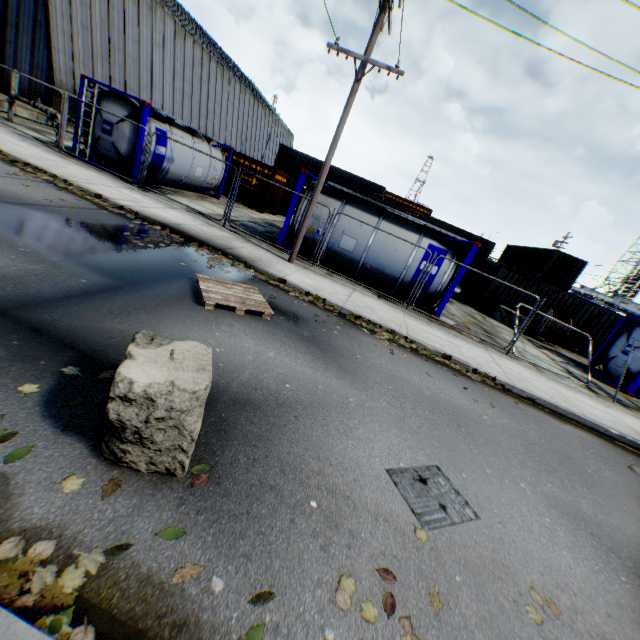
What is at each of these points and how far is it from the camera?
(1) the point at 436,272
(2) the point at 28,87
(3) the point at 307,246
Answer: (1) tank container, 11.7 meters
(2) building, 21.3 meters
(3) tank container, 12.8 meters

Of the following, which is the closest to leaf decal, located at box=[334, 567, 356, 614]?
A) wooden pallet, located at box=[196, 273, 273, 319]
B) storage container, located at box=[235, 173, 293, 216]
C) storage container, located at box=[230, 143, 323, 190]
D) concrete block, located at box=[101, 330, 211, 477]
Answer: concrete block, located at box=[101, 330, 211, 477]

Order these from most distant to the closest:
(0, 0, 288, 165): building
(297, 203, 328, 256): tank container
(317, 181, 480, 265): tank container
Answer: (0, 0, 288, 165): building → (297, 203, 328, 256): tank container → (317, 181, 480, 265): tank container

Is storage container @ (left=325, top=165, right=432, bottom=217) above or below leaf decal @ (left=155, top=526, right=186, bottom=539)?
above

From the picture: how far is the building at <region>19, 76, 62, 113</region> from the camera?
20.90m

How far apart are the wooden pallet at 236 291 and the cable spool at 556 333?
16.68m

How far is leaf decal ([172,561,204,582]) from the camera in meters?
2.0

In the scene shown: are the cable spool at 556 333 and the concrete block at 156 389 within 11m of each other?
no
